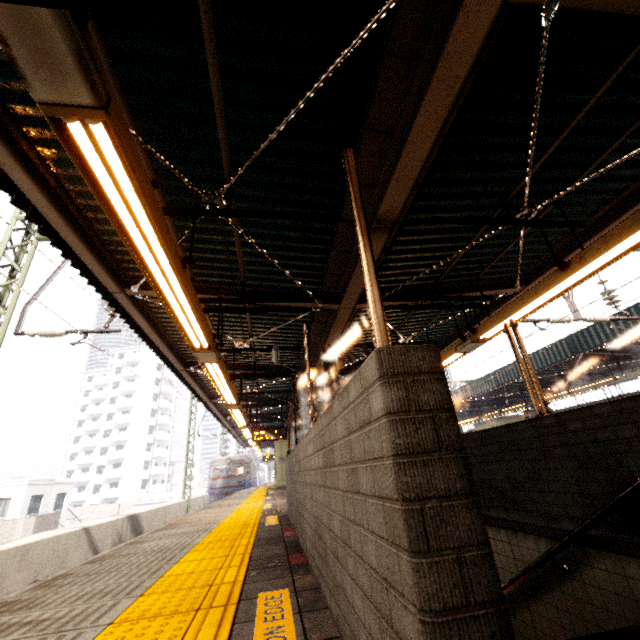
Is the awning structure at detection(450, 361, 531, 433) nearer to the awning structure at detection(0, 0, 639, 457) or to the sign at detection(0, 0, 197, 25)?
the awning structure at detection(0, 0, 639, 457)

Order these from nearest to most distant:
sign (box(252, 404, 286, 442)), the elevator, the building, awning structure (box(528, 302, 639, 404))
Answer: awning structure (box(528, 302, 639, 404)) < sign (box(252, 404, 286, 442)) < the elevator < the building

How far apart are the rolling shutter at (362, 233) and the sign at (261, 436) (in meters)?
14.04

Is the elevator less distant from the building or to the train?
the train

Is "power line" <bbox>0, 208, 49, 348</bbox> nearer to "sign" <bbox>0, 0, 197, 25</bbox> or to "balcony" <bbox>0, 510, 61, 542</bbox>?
"sign" <bbox>0, 0, 197, 25</bbox>

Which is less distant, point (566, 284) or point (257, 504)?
point (566, 284)

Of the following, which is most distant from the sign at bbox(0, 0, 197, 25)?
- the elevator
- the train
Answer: the train

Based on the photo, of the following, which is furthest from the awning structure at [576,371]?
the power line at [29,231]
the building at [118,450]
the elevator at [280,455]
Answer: the building at [118,450]
